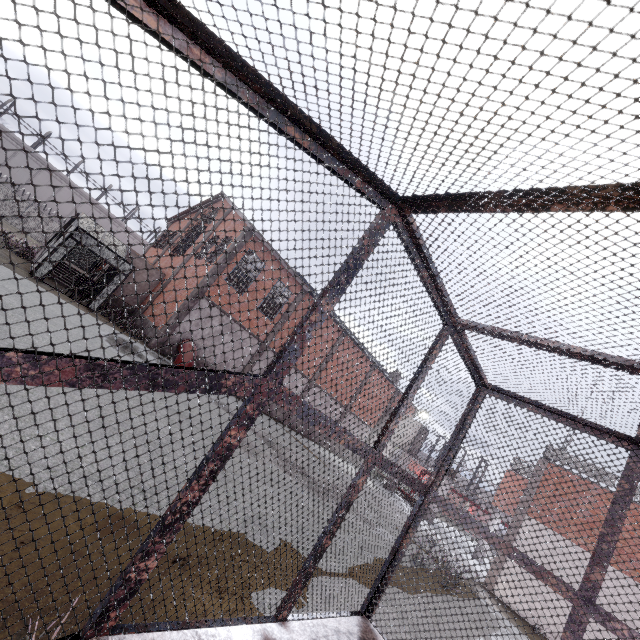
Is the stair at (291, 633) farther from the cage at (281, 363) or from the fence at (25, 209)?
the fence at (25, 209)

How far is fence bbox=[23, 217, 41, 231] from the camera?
32.8m

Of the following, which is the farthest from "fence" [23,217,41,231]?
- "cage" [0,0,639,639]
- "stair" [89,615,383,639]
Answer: "stair" [89,615,383,639]

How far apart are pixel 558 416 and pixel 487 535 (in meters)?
1.50

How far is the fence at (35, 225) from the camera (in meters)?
32.78
